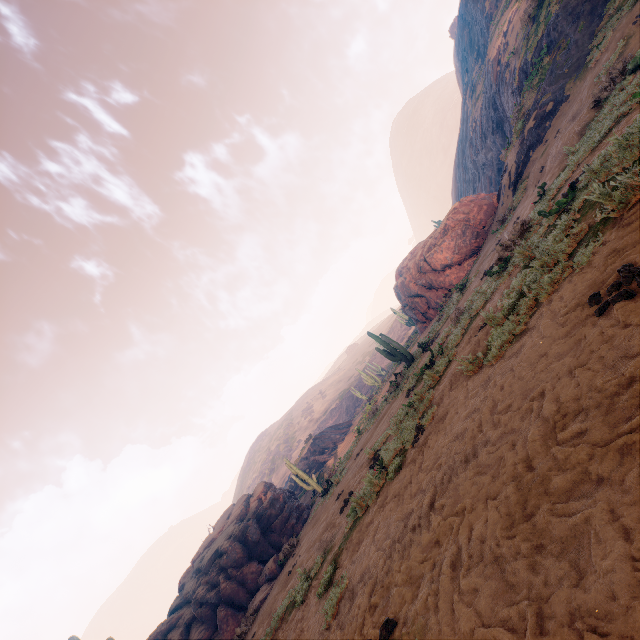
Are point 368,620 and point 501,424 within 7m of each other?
yes

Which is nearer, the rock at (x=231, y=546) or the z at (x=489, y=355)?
the z at (x=489, y=355)

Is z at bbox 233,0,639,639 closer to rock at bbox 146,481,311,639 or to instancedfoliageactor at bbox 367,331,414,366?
instancedfoliageactor at bbox 367,331,414,366

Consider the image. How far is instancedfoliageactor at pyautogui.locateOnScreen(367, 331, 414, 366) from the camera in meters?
17.1

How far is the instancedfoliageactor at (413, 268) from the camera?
21.5m

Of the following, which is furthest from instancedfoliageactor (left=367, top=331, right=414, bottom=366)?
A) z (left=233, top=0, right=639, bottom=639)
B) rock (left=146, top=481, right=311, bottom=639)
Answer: rock (left=146, top=481, right=311, bottom=639)
